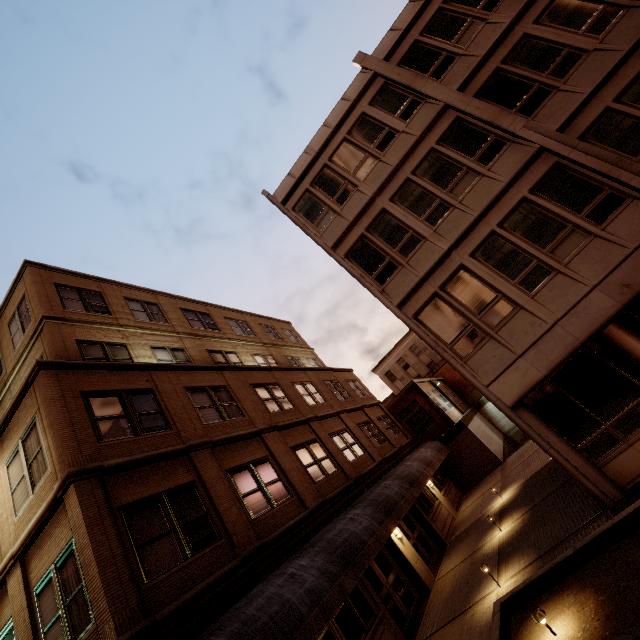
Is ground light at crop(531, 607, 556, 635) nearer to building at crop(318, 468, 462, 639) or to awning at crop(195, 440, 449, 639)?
awning at crop(195, 440, 449, 639)

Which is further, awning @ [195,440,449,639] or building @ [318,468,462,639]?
building @ [318,468,462,639]

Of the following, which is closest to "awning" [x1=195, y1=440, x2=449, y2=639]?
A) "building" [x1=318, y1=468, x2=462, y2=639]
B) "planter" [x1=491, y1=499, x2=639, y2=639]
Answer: "building" [x1=318, y1=468, x2=462, y2=639]

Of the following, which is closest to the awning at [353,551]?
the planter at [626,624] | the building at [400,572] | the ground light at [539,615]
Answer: the building at [400,572]

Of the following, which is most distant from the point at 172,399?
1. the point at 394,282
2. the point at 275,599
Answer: the point at 394,282

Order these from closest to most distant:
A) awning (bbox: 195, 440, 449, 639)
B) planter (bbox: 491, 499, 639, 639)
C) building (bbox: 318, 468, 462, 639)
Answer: planter (bbox: 491, 499, 639, 639)
awning (bbox: 195, 440, 449, 639)
building (bbox: 318, 468, 462, 639)
